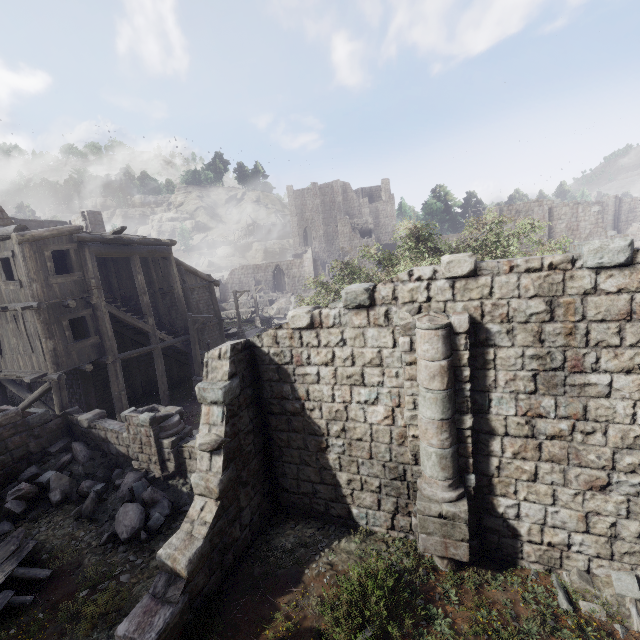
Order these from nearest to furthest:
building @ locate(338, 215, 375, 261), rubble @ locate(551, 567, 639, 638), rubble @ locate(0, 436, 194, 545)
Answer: rubble @ locate(551, 567, 639, 638) < rubble @ locate(0, 436, 194, 545) < building @ locate(338, 215, 375, 261)

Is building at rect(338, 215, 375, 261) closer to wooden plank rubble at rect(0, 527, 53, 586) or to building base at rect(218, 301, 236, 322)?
wooden plank rubble at rect(0, 527, 53, 586)

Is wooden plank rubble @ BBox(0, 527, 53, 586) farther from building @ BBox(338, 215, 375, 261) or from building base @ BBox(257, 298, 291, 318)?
building base @ BBox(257, 298, 291, 318)

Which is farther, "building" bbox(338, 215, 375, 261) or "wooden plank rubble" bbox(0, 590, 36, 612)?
"building" bbox(338, 215, 375, 261)

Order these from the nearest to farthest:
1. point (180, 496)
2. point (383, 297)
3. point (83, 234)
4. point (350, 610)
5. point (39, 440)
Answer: point (350, 610), point (383, 297), point (180, 496), point (39, 440), point (83, 234)

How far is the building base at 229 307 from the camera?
41.1 meters

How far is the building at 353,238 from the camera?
54.06m

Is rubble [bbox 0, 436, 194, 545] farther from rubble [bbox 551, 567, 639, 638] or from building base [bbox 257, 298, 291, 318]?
building base [bbox 257, 298, 291, 318]
